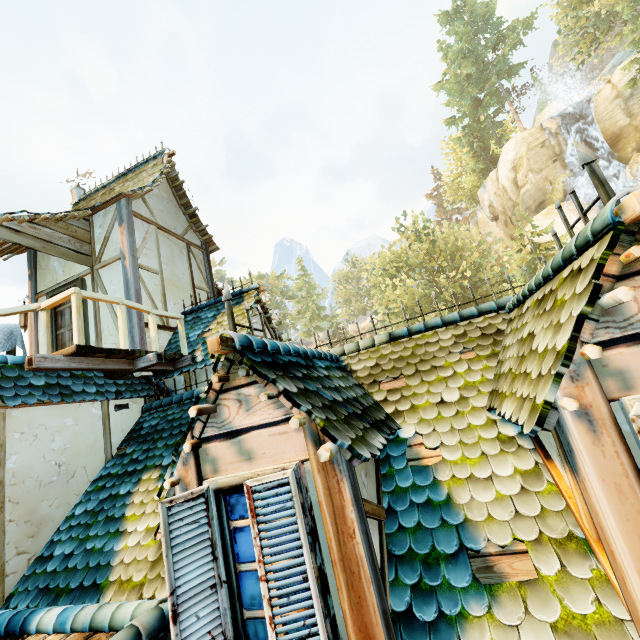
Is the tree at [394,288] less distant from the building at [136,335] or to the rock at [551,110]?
the building at [136,335]

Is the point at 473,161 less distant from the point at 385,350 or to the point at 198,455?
the point at 385,350

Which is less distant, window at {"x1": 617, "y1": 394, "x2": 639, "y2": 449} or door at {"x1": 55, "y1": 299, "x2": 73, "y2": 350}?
window at {"x1": 617, "y1": 394, "x2": 639, "y2": 449}

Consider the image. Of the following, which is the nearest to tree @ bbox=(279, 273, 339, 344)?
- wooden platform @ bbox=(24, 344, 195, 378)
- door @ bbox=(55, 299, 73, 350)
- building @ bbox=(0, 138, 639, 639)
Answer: building @ bbox=(0, 138, 639, 639)

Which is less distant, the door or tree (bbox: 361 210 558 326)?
the door

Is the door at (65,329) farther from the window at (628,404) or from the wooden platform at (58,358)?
the window at (628,404)

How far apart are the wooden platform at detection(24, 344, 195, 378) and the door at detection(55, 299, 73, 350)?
1.7m

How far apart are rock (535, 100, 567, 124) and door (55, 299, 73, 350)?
42.1 meters
